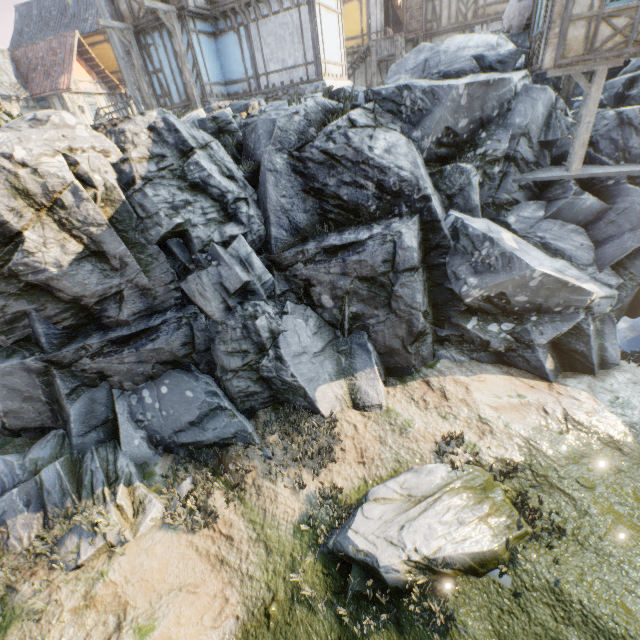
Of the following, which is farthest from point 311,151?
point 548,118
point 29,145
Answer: point 548,118

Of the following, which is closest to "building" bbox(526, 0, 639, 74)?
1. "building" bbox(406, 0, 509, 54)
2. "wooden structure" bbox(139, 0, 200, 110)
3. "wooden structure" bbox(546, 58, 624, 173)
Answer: "wooden structure" bbox(546, 58, 624, 173)

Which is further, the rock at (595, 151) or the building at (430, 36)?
the building at (430, 36)

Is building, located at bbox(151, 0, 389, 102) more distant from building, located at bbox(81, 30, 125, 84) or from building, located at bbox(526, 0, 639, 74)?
building, located at bbox(526, 0, 639, 74)

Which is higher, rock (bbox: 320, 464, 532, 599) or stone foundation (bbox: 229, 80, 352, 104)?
stone foundation (bbox: 229, 80, 352, 104)

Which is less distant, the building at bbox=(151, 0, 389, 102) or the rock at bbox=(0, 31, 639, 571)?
the rock at bbox=(0, 31, 639, 571)

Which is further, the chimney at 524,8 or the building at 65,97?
the building at 65,97

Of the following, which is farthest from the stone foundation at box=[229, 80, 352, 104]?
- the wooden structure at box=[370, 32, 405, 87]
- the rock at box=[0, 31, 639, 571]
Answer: the wooden structure at box=[370, 32, 405, 87]
